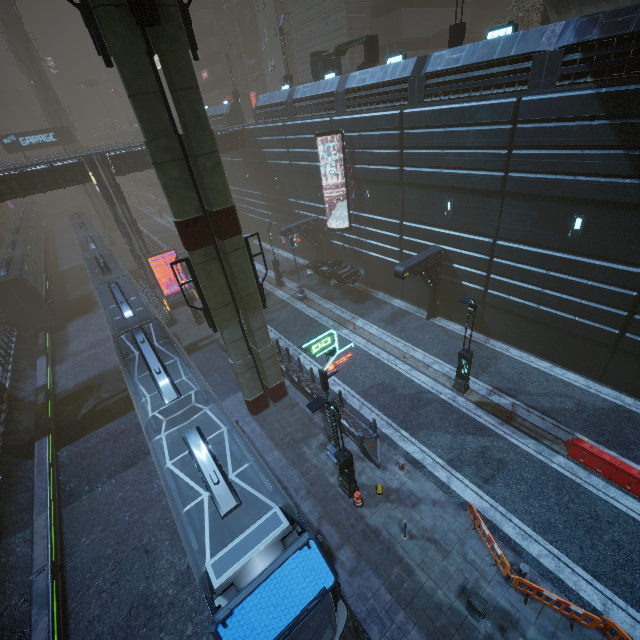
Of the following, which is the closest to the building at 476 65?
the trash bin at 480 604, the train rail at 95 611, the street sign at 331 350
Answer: the train rail at 95 611

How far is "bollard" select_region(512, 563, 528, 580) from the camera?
9.6 meters

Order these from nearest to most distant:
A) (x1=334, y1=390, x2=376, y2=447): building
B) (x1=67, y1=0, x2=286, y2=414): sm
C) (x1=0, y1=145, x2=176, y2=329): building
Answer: (x1=67, y1=0, x2=286, y2=414): sm
(x1=334, y1=390, x2=376, y2=447): building
(x1=0, y1=145, x2=176, y2=329): building

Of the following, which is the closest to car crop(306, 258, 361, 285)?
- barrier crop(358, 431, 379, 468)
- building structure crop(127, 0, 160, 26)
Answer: barrier crop(358, 431, 379, 468)

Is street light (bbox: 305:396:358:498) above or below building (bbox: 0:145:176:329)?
below

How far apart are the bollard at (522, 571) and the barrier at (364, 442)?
5.11m

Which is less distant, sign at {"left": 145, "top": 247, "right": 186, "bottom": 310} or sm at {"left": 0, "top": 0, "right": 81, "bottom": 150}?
sign at {"left": 145, "top": 247, "right": 186, "bottom": 310}

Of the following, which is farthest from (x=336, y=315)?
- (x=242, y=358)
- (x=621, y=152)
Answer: (x=621, y=152)
